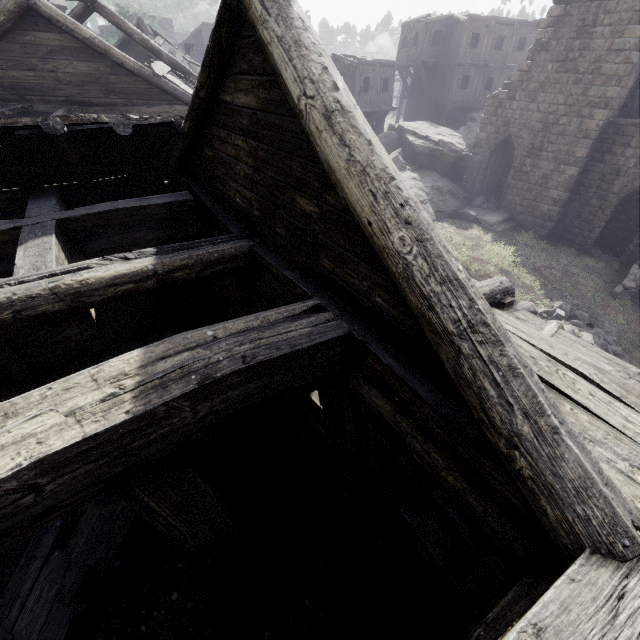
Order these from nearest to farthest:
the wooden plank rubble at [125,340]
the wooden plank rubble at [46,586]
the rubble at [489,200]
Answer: the wooden plank rubble at [46,586] < the wooden plank rubble at [125,340] < the rubble at [489,200]

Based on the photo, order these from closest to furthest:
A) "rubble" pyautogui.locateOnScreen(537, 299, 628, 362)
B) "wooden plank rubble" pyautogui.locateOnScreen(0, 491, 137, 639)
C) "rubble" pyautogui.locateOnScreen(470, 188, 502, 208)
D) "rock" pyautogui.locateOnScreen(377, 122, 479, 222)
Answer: "wooden plank rubble" pyautogui.locateOnScreen(0, 491, 137, 639)
"rubble" pyautogui.locateOnScreen(537, 299, 628, 362)
"rock" pyautogui.locateOnScreen(377, 122, 479, 222)
"rubble" pyautogui.locateOnScreen(470, 188, 502, 208)

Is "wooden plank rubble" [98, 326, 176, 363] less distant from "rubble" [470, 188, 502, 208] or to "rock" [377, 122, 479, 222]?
"rock" [377, 122, 479, 222]

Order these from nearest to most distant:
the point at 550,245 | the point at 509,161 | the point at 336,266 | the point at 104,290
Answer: the point at 336,266
the point at 104,290
the point at 550,245
the point at 509,161

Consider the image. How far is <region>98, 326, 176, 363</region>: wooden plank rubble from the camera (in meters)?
8.17

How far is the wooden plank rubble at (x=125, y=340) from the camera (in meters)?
8.17

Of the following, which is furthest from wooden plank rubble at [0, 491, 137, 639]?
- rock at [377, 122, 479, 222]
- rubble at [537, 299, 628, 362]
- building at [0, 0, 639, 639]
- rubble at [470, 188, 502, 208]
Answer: rubble at [470, 188, 502, 208]
